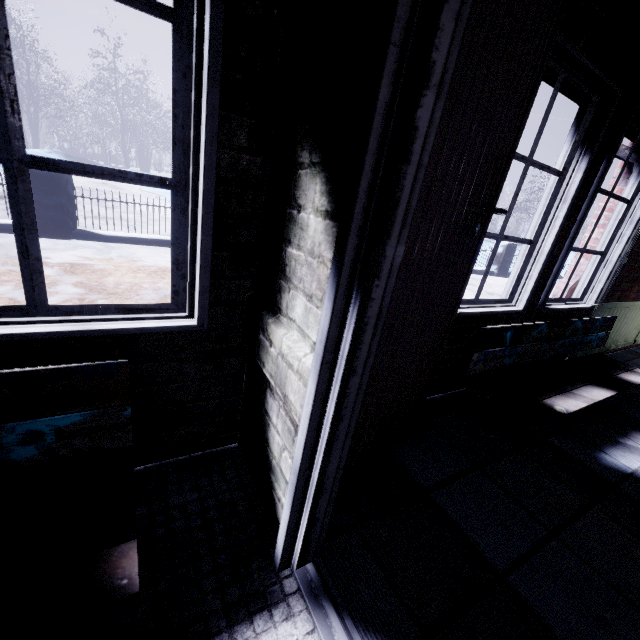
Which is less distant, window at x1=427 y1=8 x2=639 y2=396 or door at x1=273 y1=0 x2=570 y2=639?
door at x1=273 y1=0 x2=570 y2=639

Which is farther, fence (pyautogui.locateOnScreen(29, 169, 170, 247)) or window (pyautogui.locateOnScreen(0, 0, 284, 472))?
fence (pyautogui.locateOnScreen(29, 169, 170, 247))

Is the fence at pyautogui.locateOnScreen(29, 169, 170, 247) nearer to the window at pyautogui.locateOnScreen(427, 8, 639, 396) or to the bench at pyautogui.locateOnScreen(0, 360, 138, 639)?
the window at pyautogui.locateOnScreen(427, 8, 639, 396)

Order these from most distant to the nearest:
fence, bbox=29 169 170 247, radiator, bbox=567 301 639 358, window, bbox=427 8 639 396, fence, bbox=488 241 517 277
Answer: fence, bbox=488 241 517 277, fence, bbox=29 169 170 247, radiator, bbox=567 301 639 358, window, bbox=427 8 639 396

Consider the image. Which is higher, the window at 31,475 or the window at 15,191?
the window at 15,191

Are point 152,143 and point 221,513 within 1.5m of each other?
no

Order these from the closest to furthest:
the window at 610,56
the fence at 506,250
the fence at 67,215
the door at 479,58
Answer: the door at 479,58 < the window at 610,56 < the fence at 67,215 < the fence at 506,250

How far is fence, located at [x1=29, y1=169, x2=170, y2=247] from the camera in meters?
4.2 m
